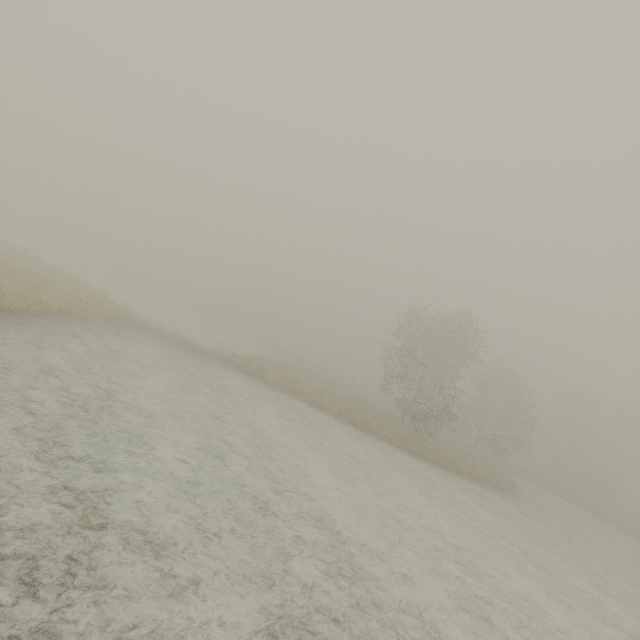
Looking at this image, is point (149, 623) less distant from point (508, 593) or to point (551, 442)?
point (508, 593)
